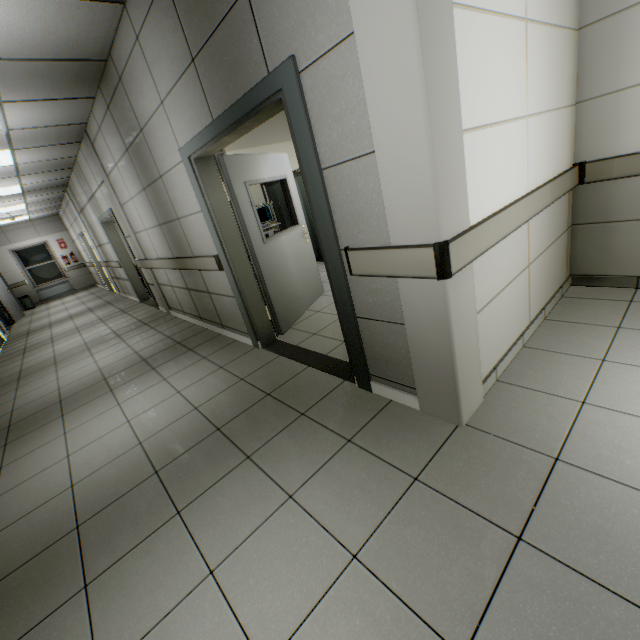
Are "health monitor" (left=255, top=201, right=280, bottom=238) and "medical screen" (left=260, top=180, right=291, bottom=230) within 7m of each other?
yes

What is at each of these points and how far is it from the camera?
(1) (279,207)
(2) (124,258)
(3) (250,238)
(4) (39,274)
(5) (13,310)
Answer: (1) medical screen, 6.7 meters
(2) door, 7.9 meters
(3) door, 3.5 meters
(4) window, 13.8 meters
(5) door, 10.9 meters

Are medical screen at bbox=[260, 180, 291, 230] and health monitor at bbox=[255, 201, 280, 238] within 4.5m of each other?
yes

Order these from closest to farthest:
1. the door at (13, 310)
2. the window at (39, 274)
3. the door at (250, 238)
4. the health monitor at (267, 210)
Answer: the door at (250, 238)
the health monitor at (267, 210)
the door at (13, 310)
the window at (39, 274)

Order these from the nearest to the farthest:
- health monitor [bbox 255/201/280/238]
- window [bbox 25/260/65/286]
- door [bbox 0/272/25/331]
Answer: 1. health monitor [bbox 255/201/280/238]
2. door [bbox 0/272/25/331]
3. window [bbox 25/260/65/286]

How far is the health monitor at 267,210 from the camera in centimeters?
615cm

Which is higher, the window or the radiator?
the window

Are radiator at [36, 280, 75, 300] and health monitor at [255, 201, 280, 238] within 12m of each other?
no
